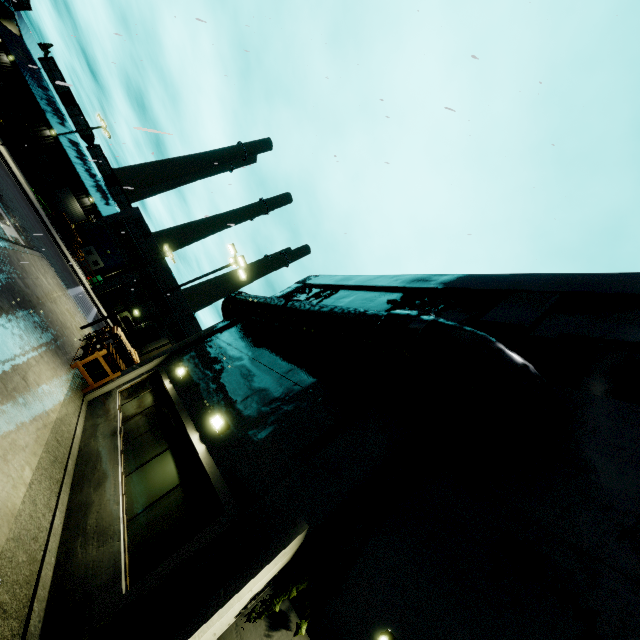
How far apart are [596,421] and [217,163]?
8.9 meters

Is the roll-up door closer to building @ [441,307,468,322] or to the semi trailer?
building @ [441,307,468,322]

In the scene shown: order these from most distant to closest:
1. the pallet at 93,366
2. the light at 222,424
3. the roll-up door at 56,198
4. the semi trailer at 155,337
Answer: the roll-up door at 56,198, the semi trailer at 155,337, the pallet at 93,366, the light at 222,424

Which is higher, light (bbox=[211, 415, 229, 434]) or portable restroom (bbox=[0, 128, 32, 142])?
light (bbox=[211, 415, 229, 434])

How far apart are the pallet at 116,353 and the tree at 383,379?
11.5 meters

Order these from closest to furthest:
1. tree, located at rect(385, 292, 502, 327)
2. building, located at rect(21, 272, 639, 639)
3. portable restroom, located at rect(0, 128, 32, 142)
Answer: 1. building, located at rect(21, 272, 639, 639)
2. tree, located at rect(385, 292, 502, 327)
3. portable restroom, located at rect(0, 128, 32, 142)

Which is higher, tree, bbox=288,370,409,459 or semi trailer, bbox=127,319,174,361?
tree, bbox=288,370,409,459

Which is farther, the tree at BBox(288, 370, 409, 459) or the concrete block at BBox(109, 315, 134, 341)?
the concrete block at BBox(109, 315, 134, 341)
